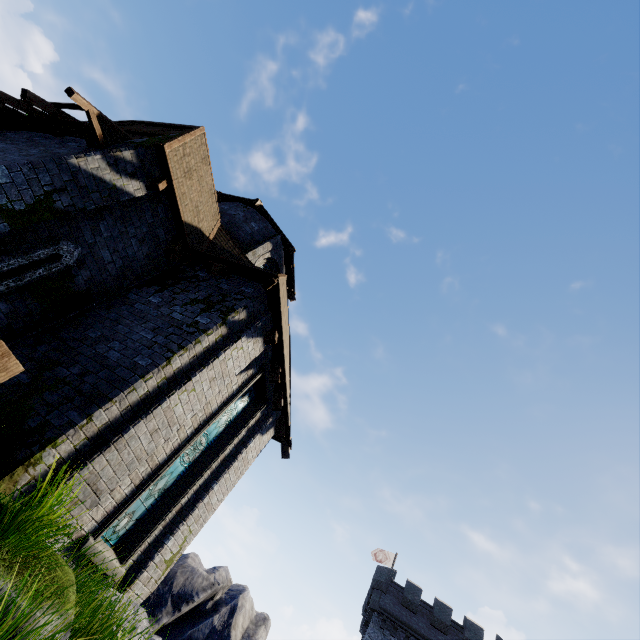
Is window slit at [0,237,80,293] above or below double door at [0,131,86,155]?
below

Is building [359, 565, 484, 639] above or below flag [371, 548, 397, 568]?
below

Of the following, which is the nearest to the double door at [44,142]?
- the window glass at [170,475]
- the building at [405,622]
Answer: the window glass at [170,475]

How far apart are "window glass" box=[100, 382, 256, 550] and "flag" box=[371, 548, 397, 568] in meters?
35.6

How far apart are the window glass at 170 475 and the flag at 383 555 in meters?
35.6 m

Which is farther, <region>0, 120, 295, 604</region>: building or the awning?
the awning

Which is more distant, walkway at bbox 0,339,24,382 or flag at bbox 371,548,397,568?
flag at bbox 371,548,397,568

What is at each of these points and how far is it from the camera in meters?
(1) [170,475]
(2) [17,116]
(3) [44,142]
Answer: (1) window glass, 7.4 m
(2) awning, 7.5 m
(3) double door, 7.5 m
